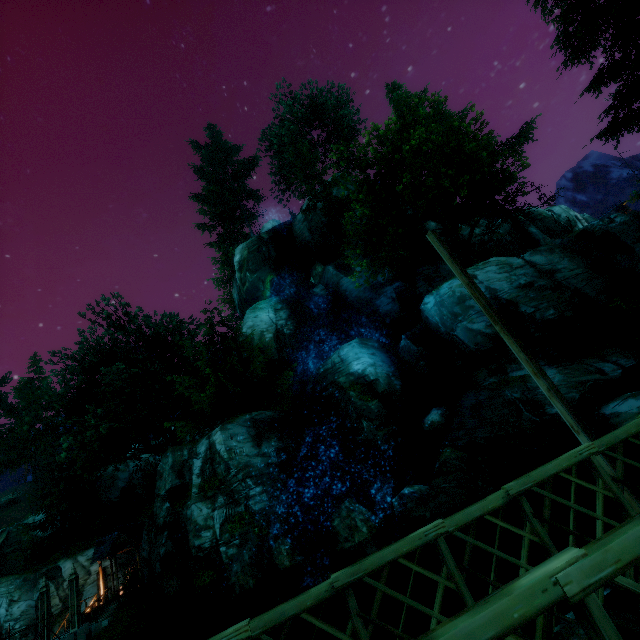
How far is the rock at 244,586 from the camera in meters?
12.4

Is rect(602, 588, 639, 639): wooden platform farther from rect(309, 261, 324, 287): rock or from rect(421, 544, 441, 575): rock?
rect(309, 261, 324, 287): rock

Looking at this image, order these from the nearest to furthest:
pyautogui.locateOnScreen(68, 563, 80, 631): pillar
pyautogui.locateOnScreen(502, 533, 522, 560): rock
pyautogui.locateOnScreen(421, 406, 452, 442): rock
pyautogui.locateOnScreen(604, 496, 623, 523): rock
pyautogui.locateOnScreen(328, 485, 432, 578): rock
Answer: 1. pyautogui.locateOnScreen(604, 496, 623, 523): rock
2. pyautogui.locateOnScreen(502, 533, 522, 560): rock
3. pyautogui.locateOnScreen(328, 485, 432, 578): rock
4. pyautogui.locateOnScreen(68, 563, 80, 631): pillar
5. pyautogui.locateOnScreen(421, 406, 452, 442): rock

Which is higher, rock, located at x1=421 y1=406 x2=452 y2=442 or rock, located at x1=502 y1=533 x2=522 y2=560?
rock, located at x1=421 y1=406 x2=452 y2=442

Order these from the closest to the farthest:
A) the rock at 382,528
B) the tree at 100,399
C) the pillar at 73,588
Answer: the rock at 382,528
the pillar at 73,588
the tree at 100,399

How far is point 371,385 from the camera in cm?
1953

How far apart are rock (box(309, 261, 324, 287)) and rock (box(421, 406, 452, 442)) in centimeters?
1514cm

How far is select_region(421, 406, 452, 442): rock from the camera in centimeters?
1612cm
